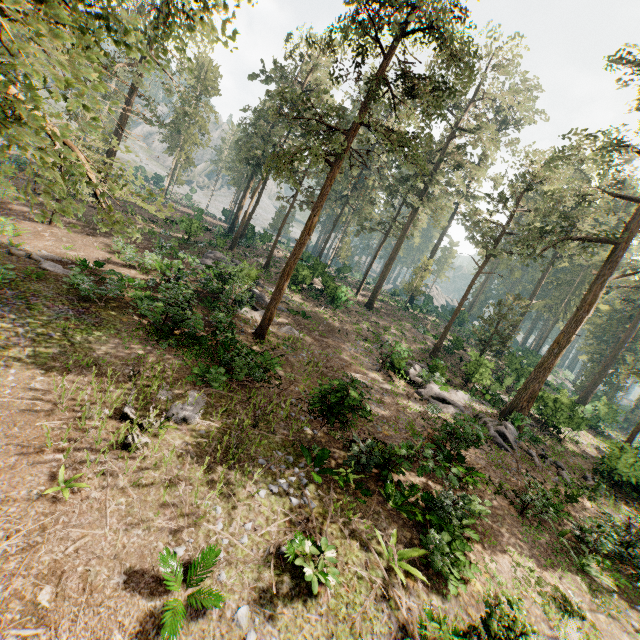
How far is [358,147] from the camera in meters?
50.4 m

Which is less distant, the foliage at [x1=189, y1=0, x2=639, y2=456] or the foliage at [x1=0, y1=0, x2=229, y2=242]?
the foliage at [x1=0, y1=0, x2=229, y2=242]

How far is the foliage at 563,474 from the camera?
18.42m

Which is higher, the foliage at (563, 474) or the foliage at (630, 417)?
the foliage at (630, 417)

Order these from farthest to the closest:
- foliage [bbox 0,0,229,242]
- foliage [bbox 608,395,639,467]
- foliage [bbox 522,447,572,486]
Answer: foliage [bbox 608,395,639,467] < foliage [bbox 522,447,572,486] < foliage [bbox 0,0,229,242]

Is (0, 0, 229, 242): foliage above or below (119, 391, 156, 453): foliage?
above
